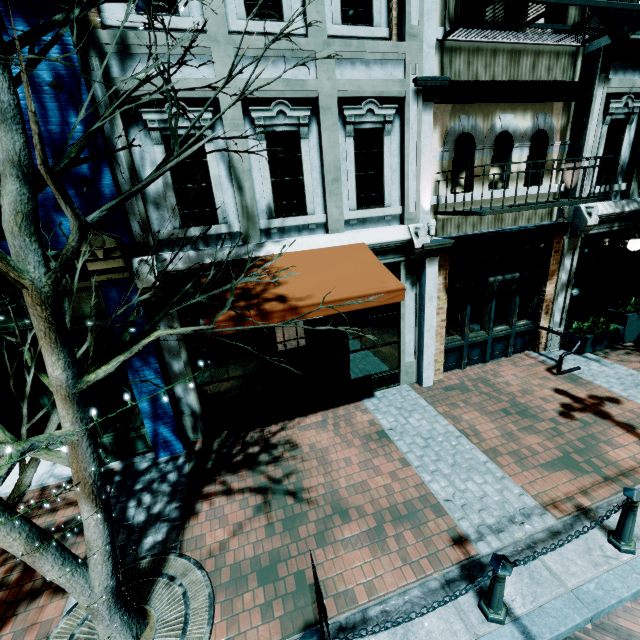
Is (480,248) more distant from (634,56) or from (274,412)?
(274,412)

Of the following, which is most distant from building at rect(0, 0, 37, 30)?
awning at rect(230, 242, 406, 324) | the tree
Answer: the tree

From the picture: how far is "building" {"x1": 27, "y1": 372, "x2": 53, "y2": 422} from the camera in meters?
6.1

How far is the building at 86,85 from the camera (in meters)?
4.23

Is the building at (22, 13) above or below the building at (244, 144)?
above

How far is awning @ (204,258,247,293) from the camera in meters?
4.9

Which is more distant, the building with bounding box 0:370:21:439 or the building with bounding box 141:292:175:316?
the building with bounding box 0:370:21:439
